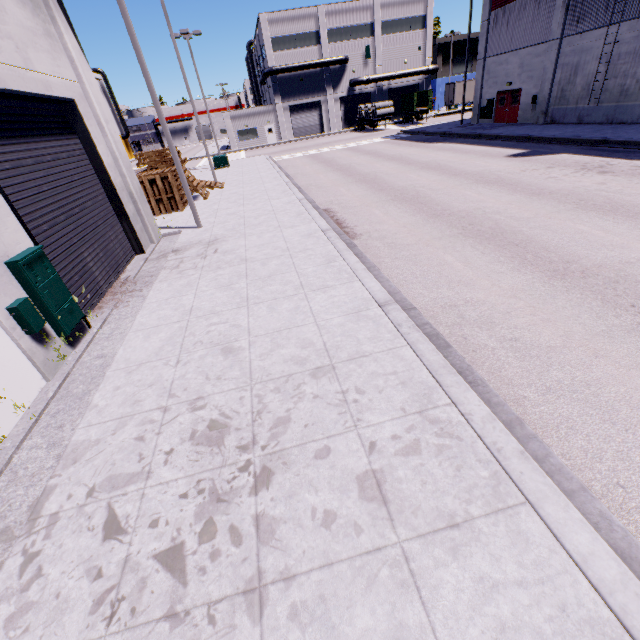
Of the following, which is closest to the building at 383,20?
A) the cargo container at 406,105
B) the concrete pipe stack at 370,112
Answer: the cargo container at 406,105

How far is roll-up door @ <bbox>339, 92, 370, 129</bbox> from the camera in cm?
5000

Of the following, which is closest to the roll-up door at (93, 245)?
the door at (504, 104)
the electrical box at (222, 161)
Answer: the door at (504, 104)

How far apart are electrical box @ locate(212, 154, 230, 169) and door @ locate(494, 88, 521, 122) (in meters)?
24.24

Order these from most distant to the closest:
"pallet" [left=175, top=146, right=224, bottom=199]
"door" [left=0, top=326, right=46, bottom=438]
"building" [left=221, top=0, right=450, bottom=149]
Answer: "building" [left=221, top=0, right=450, bottom=149]
"pallet" [left=175, top=146, right=224, bottom=199]
"door" [left=0, top=326, right=46, bottom=438]

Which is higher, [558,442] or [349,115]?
[349,115]

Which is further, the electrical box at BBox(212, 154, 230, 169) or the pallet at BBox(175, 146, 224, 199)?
the electrical box at BBox(212, 154, 230, 169)

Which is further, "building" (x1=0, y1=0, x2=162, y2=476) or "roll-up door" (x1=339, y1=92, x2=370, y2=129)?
"roll-up door" (x1=339, y1=92, x2=370, y2=129)
